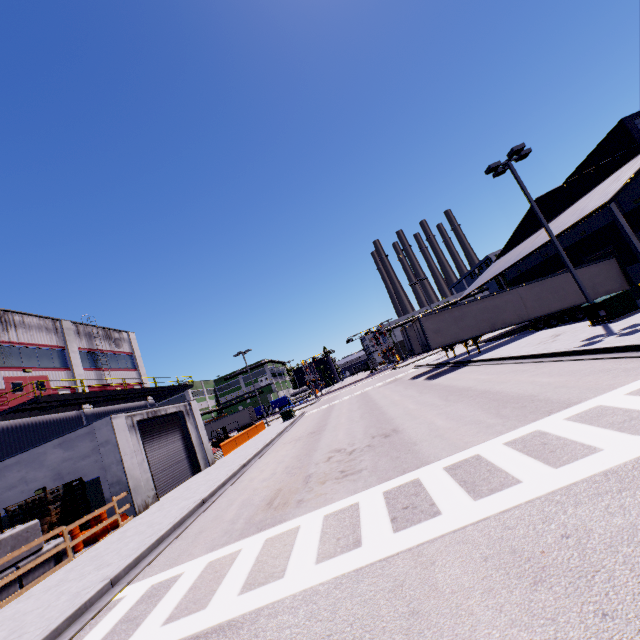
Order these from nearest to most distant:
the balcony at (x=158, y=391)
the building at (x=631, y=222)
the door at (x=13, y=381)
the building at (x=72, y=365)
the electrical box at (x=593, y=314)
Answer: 1. the electrical box at (x=593, y=314)
2. the building at (x=631, y=222)
3. the balcony at (x=158, y=391)
4. the door at (x=13, y=381)
5. the building at (x=72, y=365)

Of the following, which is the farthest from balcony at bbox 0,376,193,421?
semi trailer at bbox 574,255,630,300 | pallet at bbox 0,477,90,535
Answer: pallet at bbox 0,477,90,535

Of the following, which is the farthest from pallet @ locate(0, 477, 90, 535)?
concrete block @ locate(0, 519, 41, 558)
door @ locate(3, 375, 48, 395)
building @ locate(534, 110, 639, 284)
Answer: door @ locate(3, 375, 48, 395)

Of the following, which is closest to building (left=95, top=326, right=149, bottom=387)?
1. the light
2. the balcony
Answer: the balcony

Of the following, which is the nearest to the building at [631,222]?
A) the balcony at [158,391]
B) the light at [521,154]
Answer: the balcony at [158,391]

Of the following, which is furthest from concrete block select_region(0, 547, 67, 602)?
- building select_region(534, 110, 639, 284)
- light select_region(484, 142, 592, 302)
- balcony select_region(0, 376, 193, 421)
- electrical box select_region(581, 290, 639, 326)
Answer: electrical box select_region(581, 290, 639, 326)

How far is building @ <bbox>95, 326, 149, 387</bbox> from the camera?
29.5m

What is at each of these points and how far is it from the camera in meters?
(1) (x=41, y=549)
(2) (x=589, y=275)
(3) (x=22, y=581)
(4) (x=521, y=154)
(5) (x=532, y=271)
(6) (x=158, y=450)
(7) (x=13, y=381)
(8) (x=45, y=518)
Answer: (1) concrete block, 10.9 m
(2) semi trailer, 24.1 m
(3) concrete block, 10.0 m
(4) light, 17.5 m
(5) building, 33.8 m
(6) roll-up door, 19.0 m
(7) door, 20.3 m
(8) pallet, 13.2 m
